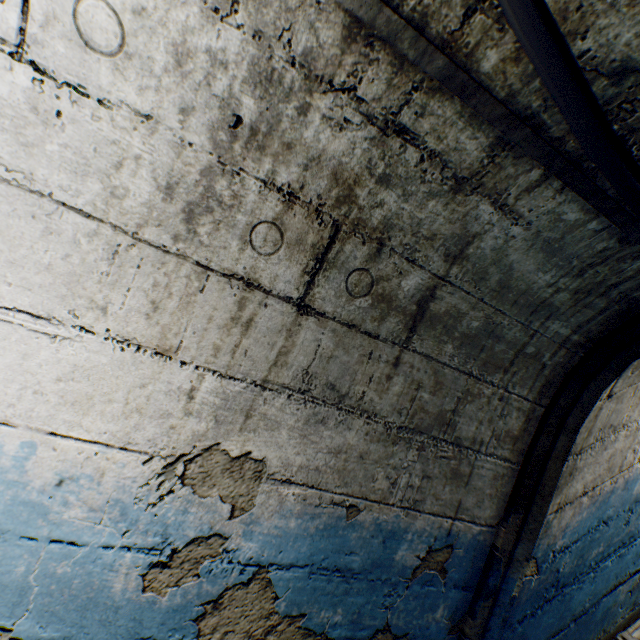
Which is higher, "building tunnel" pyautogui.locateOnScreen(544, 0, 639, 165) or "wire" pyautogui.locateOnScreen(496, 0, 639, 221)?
"building tunnel" pyautogui.locateOnScreen(544, 0, 639, 165)

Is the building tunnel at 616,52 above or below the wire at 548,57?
above

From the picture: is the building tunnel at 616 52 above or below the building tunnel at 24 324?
above

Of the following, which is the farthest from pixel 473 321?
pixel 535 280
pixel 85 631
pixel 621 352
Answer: pixel 85 631

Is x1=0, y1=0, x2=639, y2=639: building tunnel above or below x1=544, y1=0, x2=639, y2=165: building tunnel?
below
